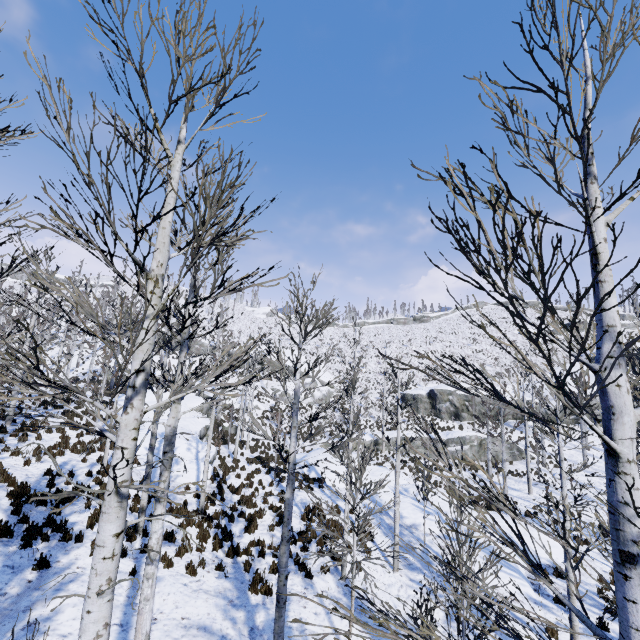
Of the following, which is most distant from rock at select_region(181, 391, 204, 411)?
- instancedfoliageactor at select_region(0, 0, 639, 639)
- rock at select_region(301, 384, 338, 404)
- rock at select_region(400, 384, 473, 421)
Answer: rock at select_region(400, 384, 473, 421)

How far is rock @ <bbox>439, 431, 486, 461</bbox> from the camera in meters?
30.3

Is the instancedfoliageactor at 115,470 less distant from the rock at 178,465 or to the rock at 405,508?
the rock at 178,465

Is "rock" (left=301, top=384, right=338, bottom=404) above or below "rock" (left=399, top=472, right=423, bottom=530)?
above

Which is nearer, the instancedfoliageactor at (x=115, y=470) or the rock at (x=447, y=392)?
the instancedfoliageactor at (x=115, y=470)

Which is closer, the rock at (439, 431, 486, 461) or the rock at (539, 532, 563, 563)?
the rock at (539, 532, 563, 563)

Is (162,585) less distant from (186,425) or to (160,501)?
(160,501)

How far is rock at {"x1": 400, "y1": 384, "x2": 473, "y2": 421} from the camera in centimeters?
3928cm
